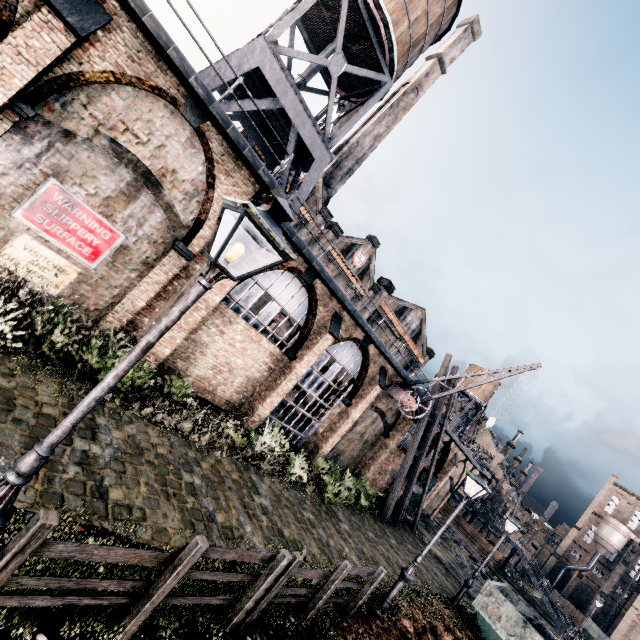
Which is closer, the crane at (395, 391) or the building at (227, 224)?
the building at (227, 224)

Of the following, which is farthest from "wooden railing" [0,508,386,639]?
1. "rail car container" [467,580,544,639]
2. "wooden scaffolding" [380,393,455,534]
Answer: "wooden scaffolding" [380,393,455,534]

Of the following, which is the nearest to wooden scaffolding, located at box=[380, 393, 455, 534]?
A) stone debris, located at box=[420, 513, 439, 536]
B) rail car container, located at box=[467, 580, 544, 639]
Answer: stone debris, located at box=[420, 513, 439, 536]

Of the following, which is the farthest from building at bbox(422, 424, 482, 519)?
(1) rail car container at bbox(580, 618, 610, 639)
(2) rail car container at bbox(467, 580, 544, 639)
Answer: (1) rail car container at bbox(580, 618, 610, 639)

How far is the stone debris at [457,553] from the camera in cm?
2801

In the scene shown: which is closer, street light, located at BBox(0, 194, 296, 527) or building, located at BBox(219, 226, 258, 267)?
street light, located at BBox(0, 194, 296, 527)

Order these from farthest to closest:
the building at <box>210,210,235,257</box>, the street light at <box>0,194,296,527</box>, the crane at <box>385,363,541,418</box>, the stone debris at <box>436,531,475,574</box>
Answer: the stone debris at <box>436,531,475,574</box> < the crane at <box>385,363,541,418</box> < the building at <box>210,210,235,257</box> < the street light at <box>0,194,296,527</box>

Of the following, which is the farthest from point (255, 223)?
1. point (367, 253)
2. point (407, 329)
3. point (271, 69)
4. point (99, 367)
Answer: point (407, 329)
